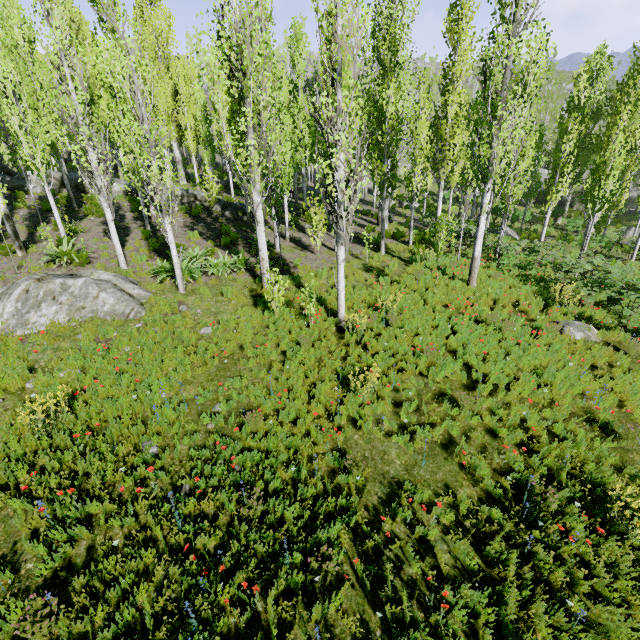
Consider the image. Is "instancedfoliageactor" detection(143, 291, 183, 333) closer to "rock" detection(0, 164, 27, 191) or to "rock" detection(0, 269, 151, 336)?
"rock" detection(0, 164, 27, 191)

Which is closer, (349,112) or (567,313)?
(349,112)

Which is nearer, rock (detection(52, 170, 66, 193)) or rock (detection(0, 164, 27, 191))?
rock (detection(0, 164, 27, 191))

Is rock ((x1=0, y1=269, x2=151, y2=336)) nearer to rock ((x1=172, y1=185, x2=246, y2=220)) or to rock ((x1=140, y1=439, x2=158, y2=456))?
rock ((x1=172, y1=185, x2=246, y2=220))

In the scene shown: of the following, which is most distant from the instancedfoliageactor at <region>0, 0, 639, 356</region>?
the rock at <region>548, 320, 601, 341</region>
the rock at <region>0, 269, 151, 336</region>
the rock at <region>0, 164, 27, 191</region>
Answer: the rock at <region>548, 320, 601, 341</region>

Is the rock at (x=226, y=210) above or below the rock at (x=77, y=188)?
below

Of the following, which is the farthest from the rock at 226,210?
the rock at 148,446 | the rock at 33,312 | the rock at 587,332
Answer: the rock at 587,332
